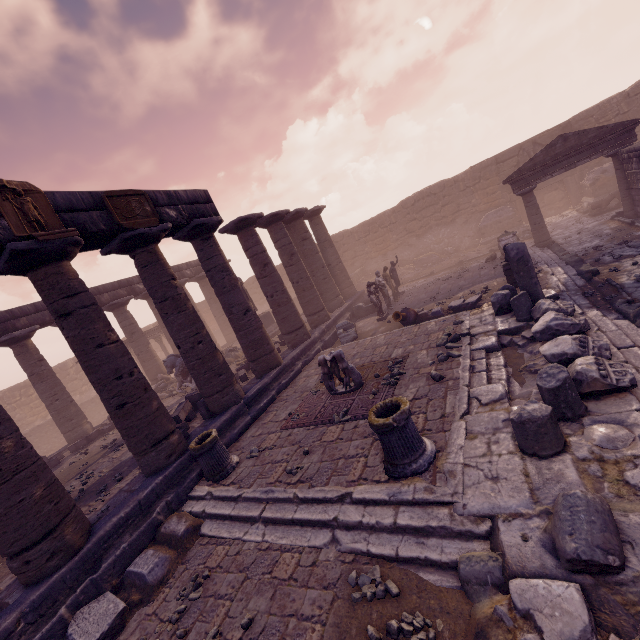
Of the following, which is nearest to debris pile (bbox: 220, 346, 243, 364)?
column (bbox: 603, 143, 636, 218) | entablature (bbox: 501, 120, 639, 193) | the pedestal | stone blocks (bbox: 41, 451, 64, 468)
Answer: the pedestal

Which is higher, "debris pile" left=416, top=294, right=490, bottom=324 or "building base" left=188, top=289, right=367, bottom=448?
"building base" left=188, top=289, right=367, bottom=448

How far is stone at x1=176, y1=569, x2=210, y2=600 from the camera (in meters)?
4.74

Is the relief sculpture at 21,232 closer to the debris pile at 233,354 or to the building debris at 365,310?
the debris pile at 233,354

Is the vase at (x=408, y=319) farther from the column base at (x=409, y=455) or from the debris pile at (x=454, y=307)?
the column base at (x=409, y=455)

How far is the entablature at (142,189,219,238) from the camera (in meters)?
8.98

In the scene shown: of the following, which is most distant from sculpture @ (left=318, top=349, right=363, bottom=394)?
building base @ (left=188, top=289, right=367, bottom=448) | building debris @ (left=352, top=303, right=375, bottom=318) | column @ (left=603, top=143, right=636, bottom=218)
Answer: column @ (left=603, top=143, right=636, bottom=218)

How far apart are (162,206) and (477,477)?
9.7m
